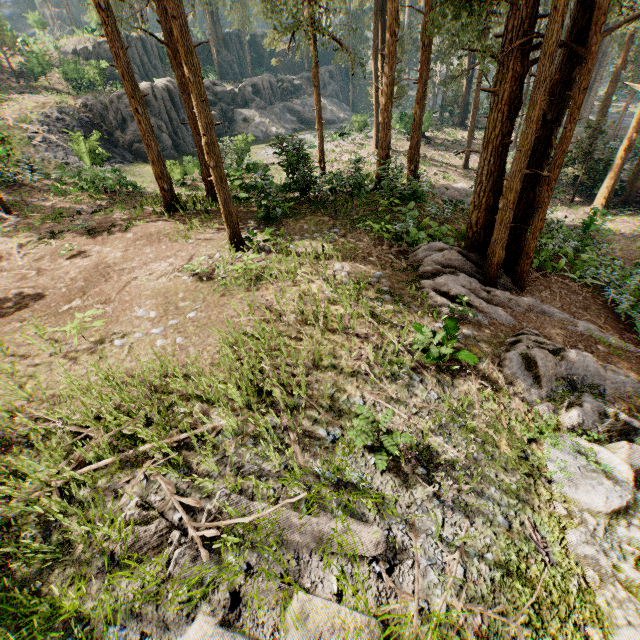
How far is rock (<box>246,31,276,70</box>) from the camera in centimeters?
5563cm

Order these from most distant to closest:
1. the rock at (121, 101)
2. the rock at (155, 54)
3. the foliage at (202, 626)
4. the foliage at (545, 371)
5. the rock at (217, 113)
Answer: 1. the rock at (217, 113)
2. the rock at (155, 54)
3. the rock at (121, 101)
4. the foliage at (545, 371)
5. the foliage at (202, 626)

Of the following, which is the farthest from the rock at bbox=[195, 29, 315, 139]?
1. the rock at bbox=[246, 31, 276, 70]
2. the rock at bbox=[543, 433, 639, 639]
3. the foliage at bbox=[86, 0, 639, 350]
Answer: the rock at bbox=[543, 433, 639, 639]

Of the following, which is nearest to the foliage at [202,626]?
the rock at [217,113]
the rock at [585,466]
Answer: the rock at [585,466]

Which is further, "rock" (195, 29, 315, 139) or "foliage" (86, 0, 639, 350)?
"rock" (195, 29, 315, 139)

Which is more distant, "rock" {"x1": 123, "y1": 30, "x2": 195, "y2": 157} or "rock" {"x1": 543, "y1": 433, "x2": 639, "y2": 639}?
"rock" {"x1": 123, "y1": 30, "x2": 195, "y2": 157}

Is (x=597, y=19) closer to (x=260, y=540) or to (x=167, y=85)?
(x=260, y=540)

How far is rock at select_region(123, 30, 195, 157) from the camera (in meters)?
30.86
